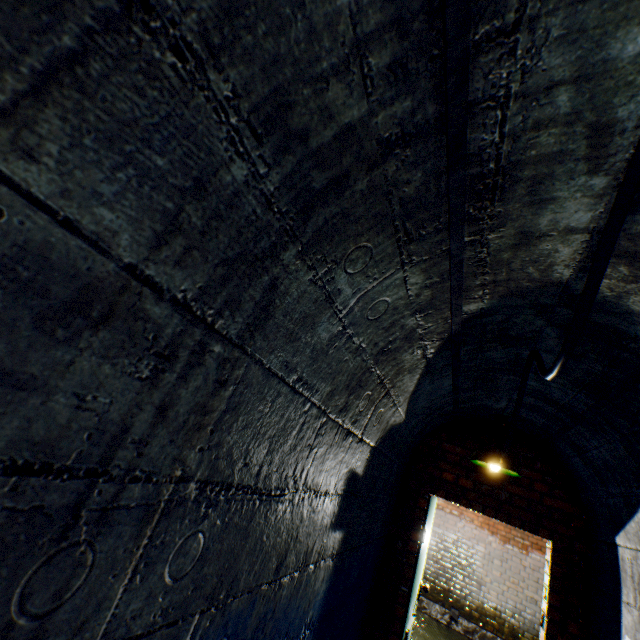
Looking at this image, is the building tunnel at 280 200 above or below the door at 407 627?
above

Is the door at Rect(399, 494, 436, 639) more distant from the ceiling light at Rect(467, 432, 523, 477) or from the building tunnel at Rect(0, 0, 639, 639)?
the ceiling light at Rect(467, 432, 523, 477)

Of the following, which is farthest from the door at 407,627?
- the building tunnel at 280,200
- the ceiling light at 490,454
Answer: the ceiling light at 490,454

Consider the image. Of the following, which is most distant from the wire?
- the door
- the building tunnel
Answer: the door

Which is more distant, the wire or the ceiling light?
the ceiling light

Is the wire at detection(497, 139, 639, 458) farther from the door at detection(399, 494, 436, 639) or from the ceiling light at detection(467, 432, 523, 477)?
the door at detection(399, 494, 436, 639)

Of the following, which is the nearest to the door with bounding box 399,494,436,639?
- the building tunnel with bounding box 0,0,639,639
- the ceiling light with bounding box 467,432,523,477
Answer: the building tunnel with bounding box 0,0,639,639

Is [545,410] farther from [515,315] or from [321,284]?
[321,284]
